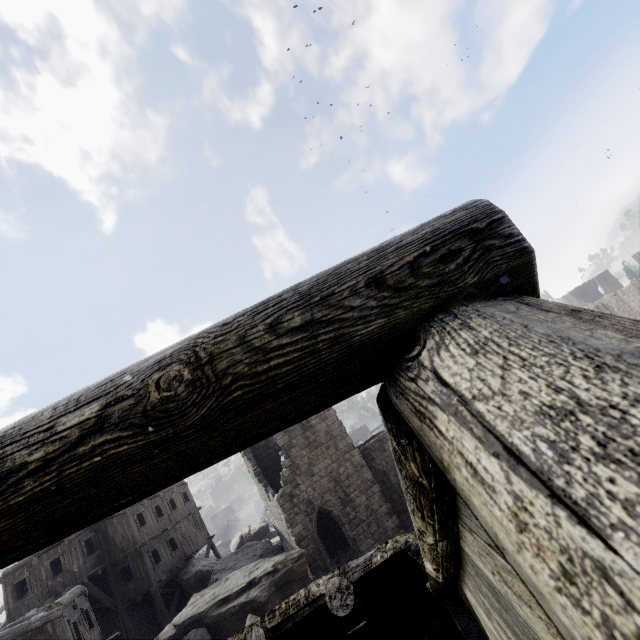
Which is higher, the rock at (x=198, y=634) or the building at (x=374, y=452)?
the building at (x=374, y=452)

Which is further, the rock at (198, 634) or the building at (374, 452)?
the rock at (198, 634)

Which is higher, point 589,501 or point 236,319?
point 236,319

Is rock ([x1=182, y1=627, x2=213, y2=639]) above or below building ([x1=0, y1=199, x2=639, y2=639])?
below

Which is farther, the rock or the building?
the rock
